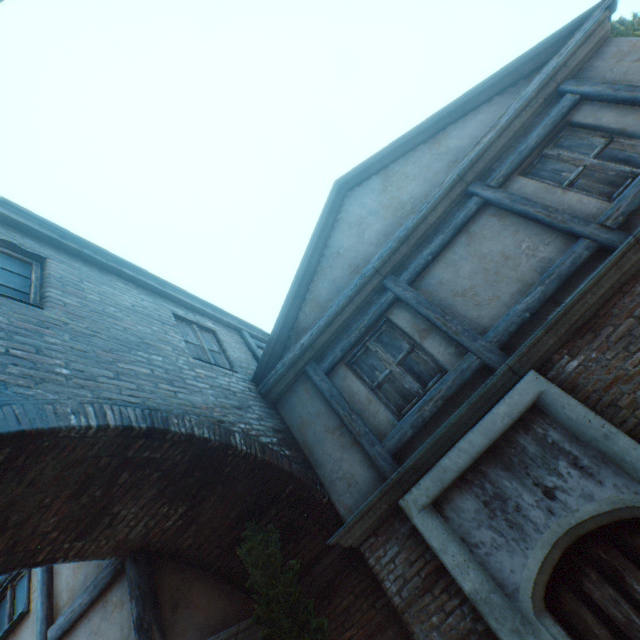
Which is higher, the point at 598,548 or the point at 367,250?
the point at 367,250

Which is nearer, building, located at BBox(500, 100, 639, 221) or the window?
building, located at BBox(500, 100, 639, 221)

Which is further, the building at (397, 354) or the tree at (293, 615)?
the building at (397, 354)

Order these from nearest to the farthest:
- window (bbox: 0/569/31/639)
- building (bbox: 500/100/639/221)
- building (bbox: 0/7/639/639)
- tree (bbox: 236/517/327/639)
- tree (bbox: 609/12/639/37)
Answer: building (bbox: 0/7/639/639), tree (bbox: 236/517/327/639), building (bbox: 500/100/639/221), window (bbox: 0/569/31/639), tree (bbox: 609/12/639/37)

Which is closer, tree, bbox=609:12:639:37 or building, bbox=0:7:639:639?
building, bbox=0:7:639:639

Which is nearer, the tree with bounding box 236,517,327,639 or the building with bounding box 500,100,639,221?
the tree with bounding box 236,517,327,639

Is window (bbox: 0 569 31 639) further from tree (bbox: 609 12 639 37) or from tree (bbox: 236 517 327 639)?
tree (bbox: 609 12 639 37)

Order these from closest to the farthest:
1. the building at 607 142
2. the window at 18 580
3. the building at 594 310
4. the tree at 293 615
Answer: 1. the building at 594 310
2. the tree at 293 615
3. the building at 607 142
4. the window at 18 580
